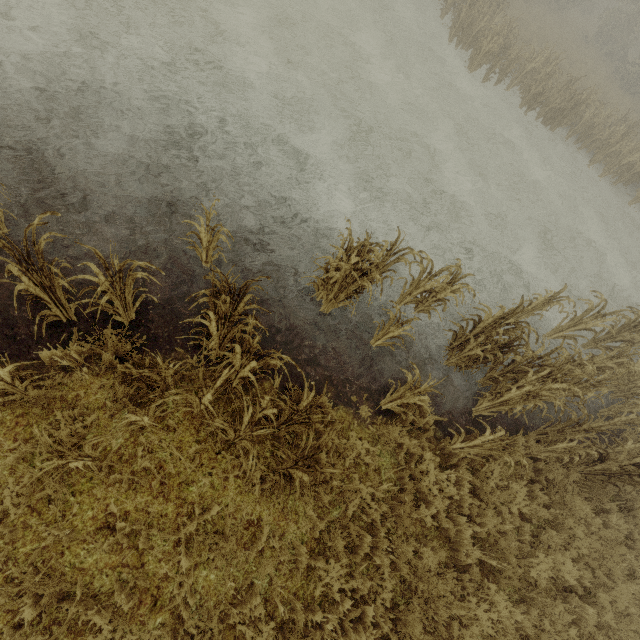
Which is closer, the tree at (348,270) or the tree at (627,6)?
the tree at (348,270)

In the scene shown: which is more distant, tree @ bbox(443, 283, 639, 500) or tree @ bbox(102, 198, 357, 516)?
tree @ bbox(443, 283, 639, 500)

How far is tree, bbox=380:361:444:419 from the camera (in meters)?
4.83

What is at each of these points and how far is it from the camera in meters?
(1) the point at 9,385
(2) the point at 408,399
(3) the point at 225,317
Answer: (1) tree, 3.6 m
(2) tree, 5.0 m
(3) tree, 4.7 m

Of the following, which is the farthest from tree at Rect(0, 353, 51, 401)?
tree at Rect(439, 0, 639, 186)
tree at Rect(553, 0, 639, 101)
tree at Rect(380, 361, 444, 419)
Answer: tree at Rect(553, 0, 639, 101)

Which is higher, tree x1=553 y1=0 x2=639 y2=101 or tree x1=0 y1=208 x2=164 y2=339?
tree x1=553 y1=0 x2=639 y2=101

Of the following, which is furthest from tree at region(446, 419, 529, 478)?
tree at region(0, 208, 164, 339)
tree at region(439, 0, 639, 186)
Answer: tree at region(439, 0, 639, 186)

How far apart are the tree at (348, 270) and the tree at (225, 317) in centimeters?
162cm
